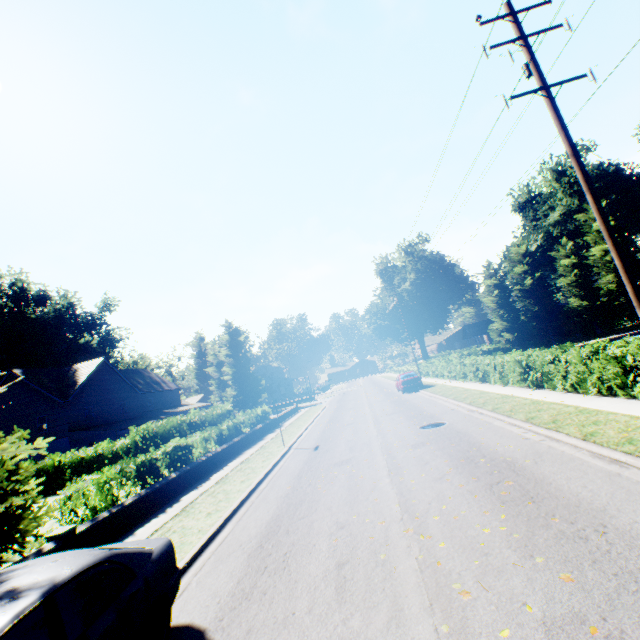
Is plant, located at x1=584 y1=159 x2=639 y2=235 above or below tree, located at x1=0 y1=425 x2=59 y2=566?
above

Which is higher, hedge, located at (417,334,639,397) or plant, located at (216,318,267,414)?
plant, located at (216,318,267,414)

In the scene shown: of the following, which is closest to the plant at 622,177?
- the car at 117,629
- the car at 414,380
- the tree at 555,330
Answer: the tree at 555,330

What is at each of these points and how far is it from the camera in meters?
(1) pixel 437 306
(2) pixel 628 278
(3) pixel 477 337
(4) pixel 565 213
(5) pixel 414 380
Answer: (1) plant, 57.0 m
(2) power line pole, 7.7 m
(3) house, 50.2 m
(4) plant, 46.3 m
(5) car, 27.3 m

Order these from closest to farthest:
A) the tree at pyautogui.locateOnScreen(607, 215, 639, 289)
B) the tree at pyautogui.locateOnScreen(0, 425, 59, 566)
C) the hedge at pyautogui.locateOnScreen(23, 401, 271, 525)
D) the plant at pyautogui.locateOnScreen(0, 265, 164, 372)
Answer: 1. the tree at pyautogui.locateOnScreen(0, 425, 59, 566)
2. the hedge at pyautogui.locateOnScreen(23, 401, 271, 525)
3. the tree at pyautogui.locateOnScreen(607, 215, 639, 289)
4. the plant at pyautogui.locateOnScreen(0, 265, 164, 372)

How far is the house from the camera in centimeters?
5011cm

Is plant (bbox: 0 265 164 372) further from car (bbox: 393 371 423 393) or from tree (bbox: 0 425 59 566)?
car (bbox: 393 371 423 393)

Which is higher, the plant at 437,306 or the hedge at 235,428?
the plant at 437,306
